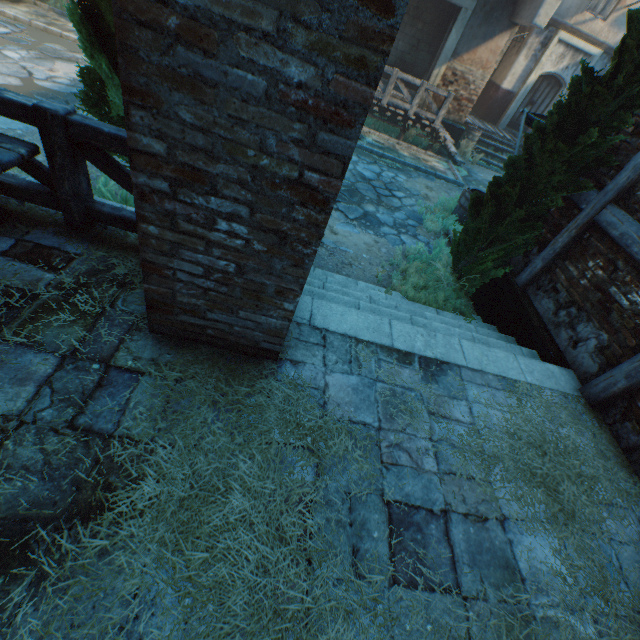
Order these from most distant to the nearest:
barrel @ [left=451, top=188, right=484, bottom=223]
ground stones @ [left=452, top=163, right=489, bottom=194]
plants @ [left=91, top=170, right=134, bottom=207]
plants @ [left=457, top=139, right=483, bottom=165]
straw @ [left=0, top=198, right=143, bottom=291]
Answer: plants @ [left=457, top=139, right=483, bottom=165] < ground stones @ [left=452, top=163, right=489, bottom=194] < barrel @ [left=451, top=188, right=484, bottom=223] < plants @ [left=91, top=170, right=134, bottom=207] < straw @ [left=0, top=198, right=143, bottom=291]

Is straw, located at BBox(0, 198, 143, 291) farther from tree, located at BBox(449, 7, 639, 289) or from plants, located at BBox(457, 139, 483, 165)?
plants, located at BBox(457, 139, 483, 165)

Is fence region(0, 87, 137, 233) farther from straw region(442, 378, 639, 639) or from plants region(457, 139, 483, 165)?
plants region(457, 139, 483, 165)

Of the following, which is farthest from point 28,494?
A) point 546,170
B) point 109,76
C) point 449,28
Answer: point 449,28

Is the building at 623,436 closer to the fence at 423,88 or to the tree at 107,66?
the tree at 107,66

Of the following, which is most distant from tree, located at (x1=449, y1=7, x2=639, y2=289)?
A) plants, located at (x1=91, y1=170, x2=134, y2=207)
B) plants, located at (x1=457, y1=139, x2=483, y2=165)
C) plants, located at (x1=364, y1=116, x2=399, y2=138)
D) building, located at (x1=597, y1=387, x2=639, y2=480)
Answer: plants, located at (x1=364, y1=116, x2=399, y2=138)

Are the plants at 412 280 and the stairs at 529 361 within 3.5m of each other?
yes

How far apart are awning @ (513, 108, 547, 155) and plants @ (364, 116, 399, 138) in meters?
5.6 m
